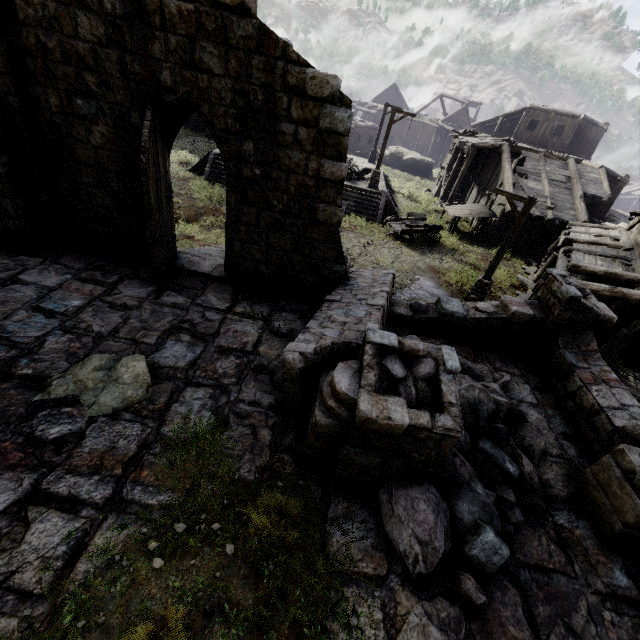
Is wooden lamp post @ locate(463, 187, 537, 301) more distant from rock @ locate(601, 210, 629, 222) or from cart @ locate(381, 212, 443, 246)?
rock @ locate(601, 210, 629, 222)

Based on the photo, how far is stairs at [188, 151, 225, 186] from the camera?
20.89m

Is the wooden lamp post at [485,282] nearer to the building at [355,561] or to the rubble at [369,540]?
the building at [355,561]

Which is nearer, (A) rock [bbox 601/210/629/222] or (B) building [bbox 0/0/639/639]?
(B) building [bbox 0/0/639/639]

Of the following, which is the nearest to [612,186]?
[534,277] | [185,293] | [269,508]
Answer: [534,277]

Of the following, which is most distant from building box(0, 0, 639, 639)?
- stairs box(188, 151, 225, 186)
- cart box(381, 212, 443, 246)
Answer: stairs box(188, 151, 225, 186)

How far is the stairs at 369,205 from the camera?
21.1 meters

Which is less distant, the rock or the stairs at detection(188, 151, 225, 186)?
the stairs at detection(188, 151, 225, 186)
